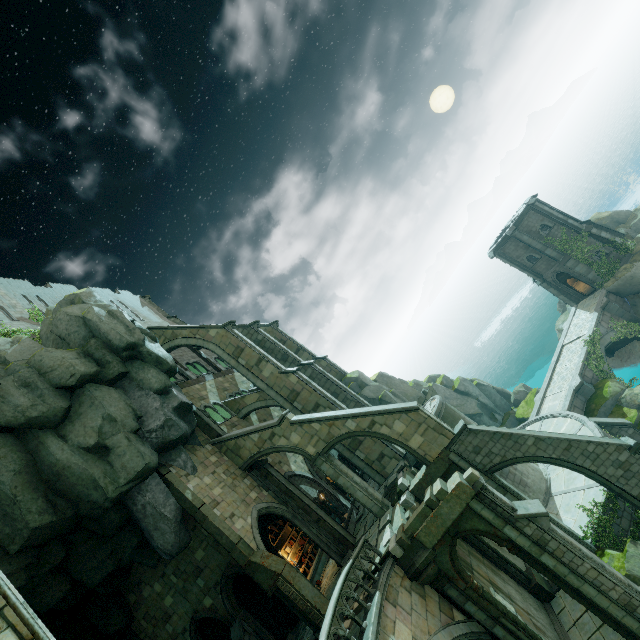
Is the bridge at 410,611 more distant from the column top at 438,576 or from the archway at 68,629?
the archway at 68,629

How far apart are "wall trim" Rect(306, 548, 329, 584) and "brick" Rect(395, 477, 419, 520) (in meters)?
7.81

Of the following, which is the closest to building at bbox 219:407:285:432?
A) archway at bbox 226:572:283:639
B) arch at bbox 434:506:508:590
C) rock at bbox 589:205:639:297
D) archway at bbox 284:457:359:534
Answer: archway at bbox 284:457:359:534

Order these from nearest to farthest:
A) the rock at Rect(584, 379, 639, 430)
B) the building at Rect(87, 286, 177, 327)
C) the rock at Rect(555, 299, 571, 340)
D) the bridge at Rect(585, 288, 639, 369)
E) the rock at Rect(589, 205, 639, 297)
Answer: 1. the rock at Rect(584, 379, 639, 430)
2. the bridge at Rect(585, 288, 639, 369)
3. the rock at Rect(589, 205, 639, 297)
4. the building at Rect(87, 286, 177, 327)
5. the rock at Rect(555, 299, 571, 340)

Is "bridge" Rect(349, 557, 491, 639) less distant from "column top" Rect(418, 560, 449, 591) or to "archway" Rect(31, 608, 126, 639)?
"column top" Rect(418, 560, 449, 591)

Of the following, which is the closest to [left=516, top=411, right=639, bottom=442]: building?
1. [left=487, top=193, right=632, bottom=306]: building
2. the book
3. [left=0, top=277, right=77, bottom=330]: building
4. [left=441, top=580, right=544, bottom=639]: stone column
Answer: [left=441, top=580, right=544, bottom=639]: stone column

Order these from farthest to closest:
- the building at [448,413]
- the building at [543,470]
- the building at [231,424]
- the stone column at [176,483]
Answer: the building at [231,424], the building at [448,413], the building at [543,470], the stone column at [176,483]

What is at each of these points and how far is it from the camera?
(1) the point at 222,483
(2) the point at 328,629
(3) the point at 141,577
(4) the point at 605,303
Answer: (1) building, 17.6m
(2) bridge railing, 9.2m
(3) building, 16.5m
(4) bridge, 27.7m
